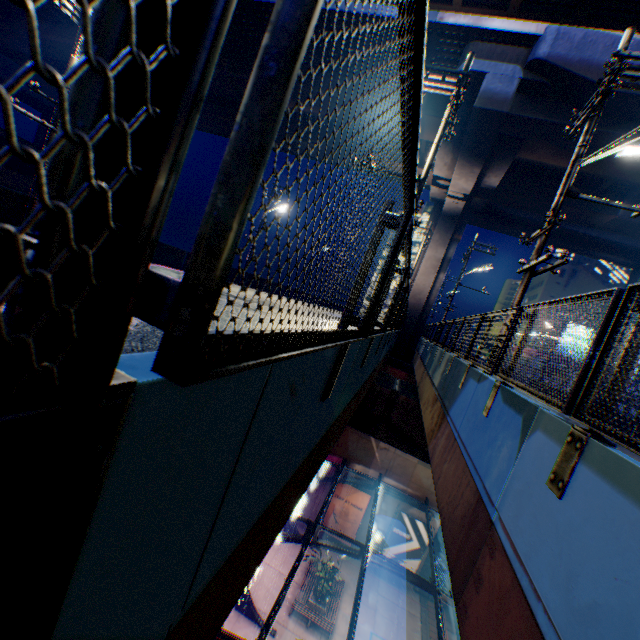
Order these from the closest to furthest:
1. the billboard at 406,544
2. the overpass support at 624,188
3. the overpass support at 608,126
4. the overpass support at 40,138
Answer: the overpass support at 608,126, the overpass support at 624,188, the billboard at 406,544, the overpass support at 40,138

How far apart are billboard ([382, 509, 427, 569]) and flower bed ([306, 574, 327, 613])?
5.2 meters

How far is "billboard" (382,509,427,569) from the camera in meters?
23.1

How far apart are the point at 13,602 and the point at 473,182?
25.3 meters

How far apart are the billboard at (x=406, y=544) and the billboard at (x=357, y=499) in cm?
201

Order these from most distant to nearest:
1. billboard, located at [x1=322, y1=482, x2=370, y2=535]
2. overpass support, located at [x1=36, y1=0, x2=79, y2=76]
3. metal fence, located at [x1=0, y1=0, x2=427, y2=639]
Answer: overpass support, located at [x1=36, y1=0, x2=79, y2=76] < billboard, located at [x1=322, y1=482, x2=370, y2=535] < metal fence, located at [x1=0, y1=0, x2=427, y2=639]

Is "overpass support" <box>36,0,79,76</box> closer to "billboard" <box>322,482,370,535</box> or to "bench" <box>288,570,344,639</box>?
"billboard" <box>322,482,370,535</box>

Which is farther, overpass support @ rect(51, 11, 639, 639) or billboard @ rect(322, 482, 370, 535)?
billboard @ rect(322, 482, 370, 535)
